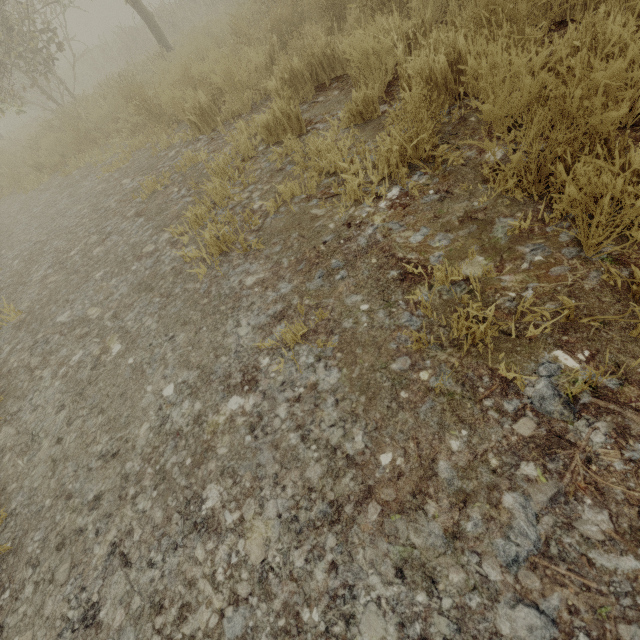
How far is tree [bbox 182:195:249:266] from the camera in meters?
2.3 m

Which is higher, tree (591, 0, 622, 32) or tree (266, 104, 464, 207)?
tree (591, 0, 622, 32)

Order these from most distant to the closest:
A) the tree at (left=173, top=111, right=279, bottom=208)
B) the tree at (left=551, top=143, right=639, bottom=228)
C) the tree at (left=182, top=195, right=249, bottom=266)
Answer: the tree at (left=173, top=111, right=279, bottom=208), the tree at (left=182, top=195, right=249, bottom=266), the tree at (left=551, top=143, right=639, bottom=228)

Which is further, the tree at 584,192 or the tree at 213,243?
the tree at 213,243

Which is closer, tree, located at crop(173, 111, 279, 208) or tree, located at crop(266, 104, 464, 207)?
tree, located at crop(266, 104, 464, 207)

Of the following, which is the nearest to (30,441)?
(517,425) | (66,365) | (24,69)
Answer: (66,365)
